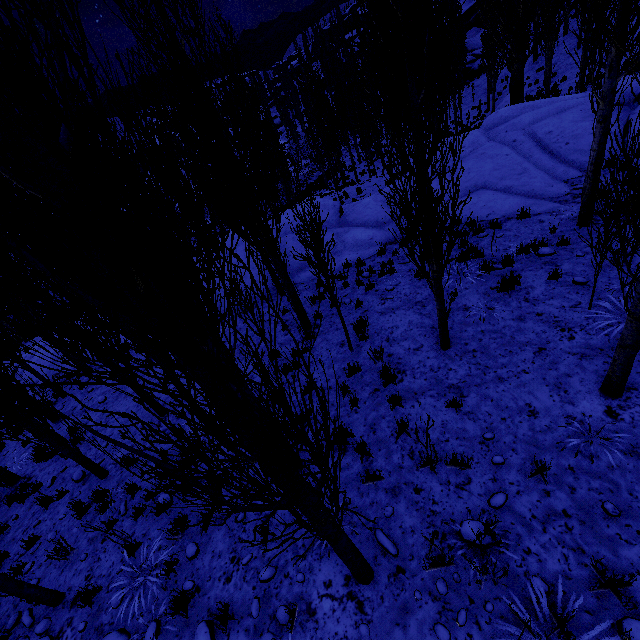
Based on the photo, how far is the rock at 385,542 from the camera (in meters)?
4.03

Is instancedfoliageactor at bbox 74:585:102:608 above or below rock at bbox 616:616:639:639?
below

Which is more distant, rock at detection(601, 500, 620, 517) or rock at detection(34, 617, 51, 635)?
rock at detection(34, 617, 51, 635)

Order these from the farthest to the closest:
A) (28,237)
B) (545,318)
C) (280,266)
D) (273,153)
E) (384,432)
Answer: (273,153) < (280,266) < (545,318) < (384,432) < (28,237)

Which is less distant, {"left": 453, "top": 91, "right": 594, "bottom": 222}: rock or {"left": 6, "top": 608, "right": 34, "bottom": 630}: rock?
{"left": 6, "top": 608, "right": 34, "bottom": 630}: rock

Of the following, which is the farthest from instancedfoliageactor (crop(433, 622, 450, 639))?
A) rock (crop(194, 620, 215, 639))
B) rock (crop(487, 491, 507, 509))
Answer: rock (crop(194, 620, 215, 639))

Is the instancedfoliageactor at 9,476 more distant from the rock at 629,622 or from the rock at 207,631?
the rock at 207,631
